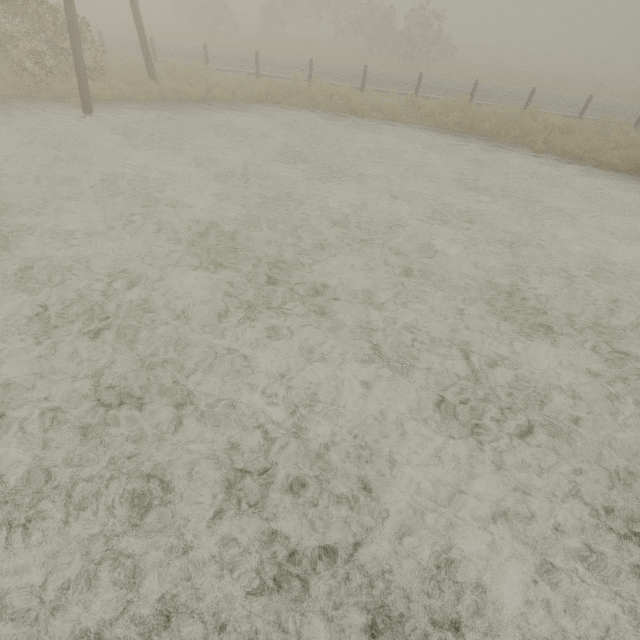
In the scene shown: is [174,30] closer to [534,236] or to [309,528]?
[534,236]
